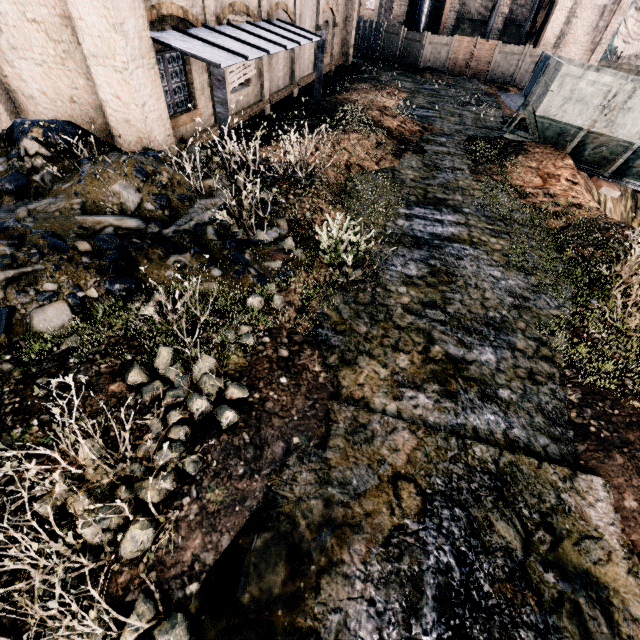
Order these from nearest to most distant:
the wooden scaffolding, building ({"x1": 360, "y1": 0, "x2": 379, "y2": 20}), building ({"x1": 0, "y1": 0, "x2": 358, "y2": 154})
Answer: building ({"x1": 0, "y1": 0, "x2": 358, "y2": 154}), the wooden scaffolding, building ({"x1": 360, "y1": 0, "x2": 379, "y2": 20})

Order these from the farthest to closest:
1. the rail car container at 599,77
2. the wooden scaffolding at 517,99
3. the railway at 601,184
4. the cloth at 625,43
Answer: the cloth at 625,43
the wooden scaffolding at 517,99
the railway at 601,184
the rail car container at 599,77

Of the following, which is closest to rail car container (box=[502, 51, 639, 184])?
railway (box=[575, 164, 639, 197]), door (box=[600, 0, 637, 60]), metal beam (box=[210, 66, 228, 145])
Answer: railway (box=[575, 164, 639, 197])

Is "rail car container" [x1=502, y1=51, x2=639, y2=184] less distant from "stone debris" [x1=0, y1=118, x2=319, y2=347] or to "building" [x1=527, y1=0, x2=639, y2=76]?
"stone debris" [x1=0, y1=118, x2=319, y2=347]

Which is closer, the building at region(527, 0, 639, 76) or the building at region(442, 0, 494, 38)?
the building at region(527, 0, 639, 76)

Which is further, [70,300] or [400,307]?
[400,307]

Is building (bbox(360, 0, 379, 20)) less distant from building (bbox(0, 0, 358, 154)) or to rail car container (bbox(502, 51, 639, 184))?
building (bbox(0, 0, 358, 154))

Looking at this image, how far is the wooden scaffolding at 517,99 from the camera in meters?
24.6
